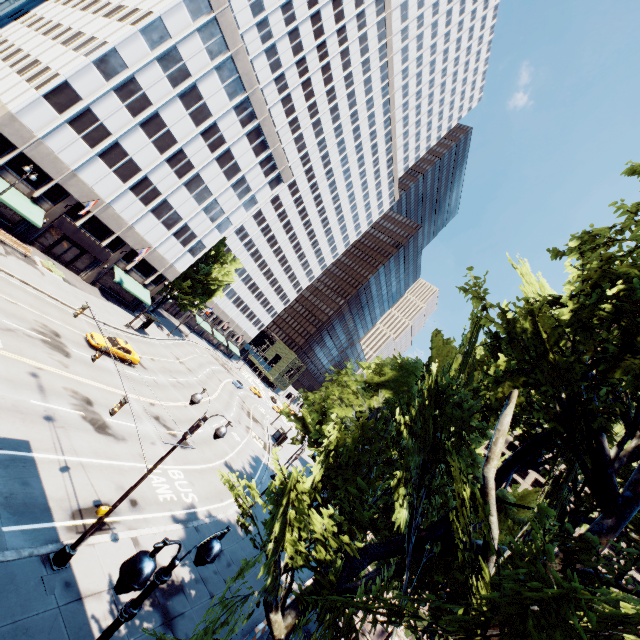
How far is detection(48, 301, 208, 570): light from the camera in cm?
1120

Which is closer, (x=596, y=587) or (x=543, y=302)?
(x=596, y=587)

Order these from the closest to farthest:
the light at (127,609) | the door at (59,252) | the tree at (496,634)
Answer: the light at (127,609) < the tree at (496,634) < the door at (59,252)

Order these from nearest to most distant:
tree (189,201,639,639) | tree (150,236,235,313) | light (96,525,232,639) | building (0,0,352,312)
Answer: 1. light (96,525,232,639)
2. tree (189,201,639,639)
3. building (0,0,352,312)
4. tree (150,236,235,313)

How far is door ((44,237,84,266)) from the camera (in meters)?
36.81

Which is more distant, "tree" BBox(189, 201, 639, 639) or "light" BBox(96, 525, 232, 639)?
"tree" BBox(189, 201, 639, 639)

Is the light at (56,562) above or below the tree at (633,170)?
below

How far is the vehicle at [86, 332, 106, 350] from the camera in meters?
27.0
